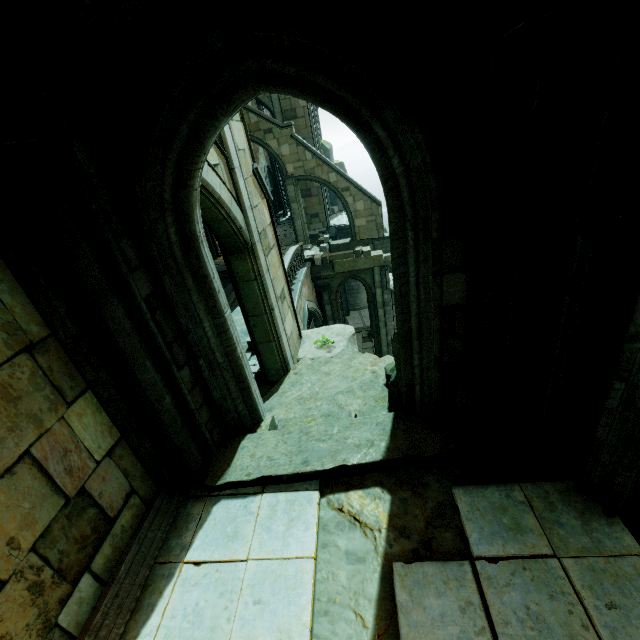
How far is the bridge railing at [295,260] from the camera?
14.76m

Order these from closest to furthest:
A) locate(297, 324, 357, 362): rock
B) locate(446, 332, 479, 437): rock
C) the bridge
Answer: locate(446, 332, 479, 437): rock < locate(297, 324, 357, 362): rock < the bridge

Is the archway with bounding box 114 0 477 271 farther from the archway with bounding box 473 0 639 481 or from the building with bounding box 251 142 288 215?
the building with bounding box 251 142 288 215

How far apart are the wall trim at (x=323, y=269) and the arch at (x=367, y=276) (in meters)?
0.00

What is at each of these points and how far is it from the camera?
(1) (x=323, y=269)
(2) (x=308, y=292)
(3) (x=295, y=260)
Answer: (1) wall trim, 19.9 meters
(2) bridge, 18.4 meters
(3) bridge railing, 17.0 meters

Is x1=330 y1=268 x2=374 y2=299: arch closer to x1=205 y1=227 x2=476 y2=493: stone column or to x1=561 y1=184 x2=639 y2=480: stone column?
x1=205 y1=227 x2=476 y2=493: stone column

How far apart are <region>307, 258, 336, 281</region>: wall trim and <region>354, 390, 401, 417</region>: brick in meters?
14.3

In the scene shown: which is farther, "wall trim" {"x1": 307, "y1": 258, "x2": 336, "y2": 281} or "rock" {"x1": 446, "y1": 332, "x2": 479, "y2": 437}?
"wall trim" {"x1": 307, "y1": 258, "x2": 336, "y2": 281}
